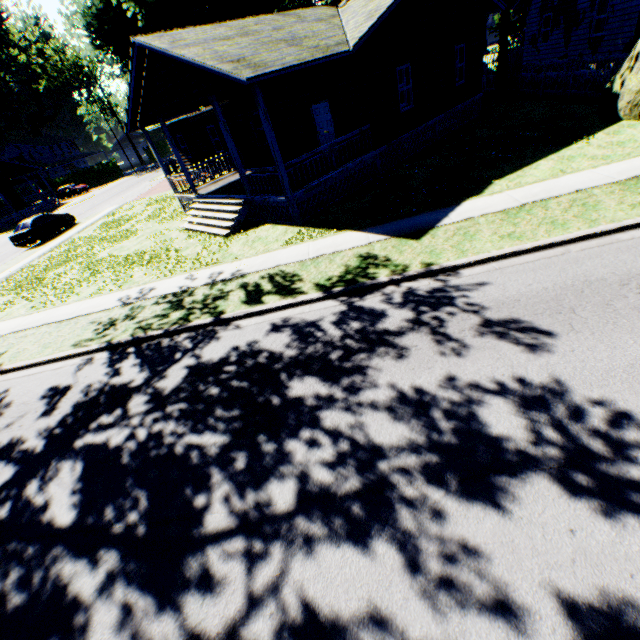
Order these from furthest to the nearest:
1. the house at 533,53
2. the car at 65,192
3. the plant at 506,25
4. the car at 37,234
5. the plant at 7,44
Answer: the plant at 7,44, the car at 65,192, the car at 37,234, the plant at 506,25, the house at 533,53

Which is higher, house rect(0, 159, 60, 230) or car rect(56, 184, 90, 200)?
house rect(0, 159, 60, 230)

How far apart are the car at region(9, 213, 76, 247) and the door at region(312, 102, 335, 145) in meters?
20.9 m

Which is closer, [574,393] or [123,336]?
[574,393]

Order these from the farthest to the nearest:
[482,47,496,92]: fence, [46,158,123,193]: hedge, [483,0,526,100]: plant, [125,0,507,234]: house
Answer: [46,158,123,193]: hedge < [482,47,496,92]: fence < [483,0,526,100]: plant < [125,0,507,234]: house

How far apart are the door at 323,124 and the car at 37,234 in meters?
20.9

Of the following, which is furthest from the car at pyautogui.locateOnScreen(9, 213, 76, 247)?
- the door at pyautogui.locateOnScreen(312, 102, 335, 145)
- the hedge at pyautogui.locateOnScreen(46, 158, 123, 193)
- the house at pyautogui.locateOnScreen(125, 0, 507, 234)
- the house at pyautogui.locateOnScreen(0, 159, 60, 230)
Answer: the hedge at pyautogui.locateOnScreen(46, 158, 123, 193)

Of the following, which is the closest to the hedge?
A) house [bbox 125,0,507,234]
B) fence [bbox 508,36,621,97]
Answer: fence [bbox 508,36,621,97]
